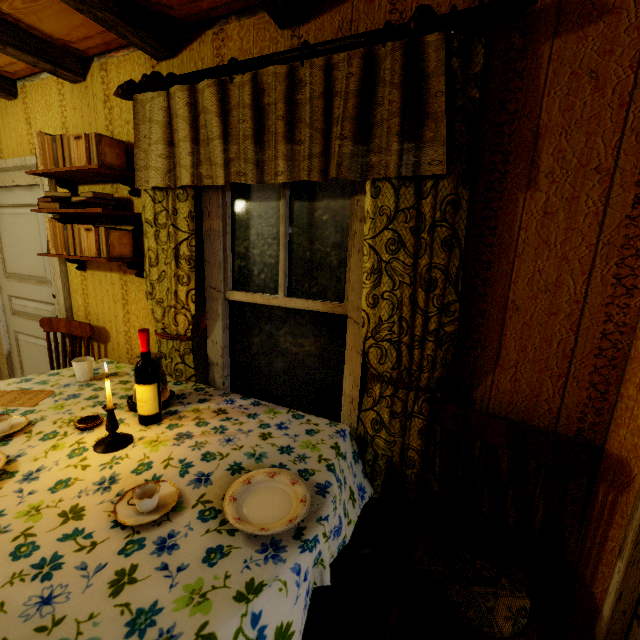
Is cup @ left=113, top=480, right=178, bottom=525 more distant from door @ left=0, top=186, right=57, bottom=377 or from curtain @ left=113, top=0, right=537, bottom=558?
door @ left=0, top=186, right=57, bottom=377

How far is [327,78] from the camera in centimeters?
134cm

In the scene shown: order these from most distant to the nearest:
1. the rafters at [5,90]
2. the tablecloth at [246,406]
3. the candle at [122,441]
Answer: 1. the rafters at [5,90]
2. the candle at [122,441]
3. the tablecloth at [246,406]

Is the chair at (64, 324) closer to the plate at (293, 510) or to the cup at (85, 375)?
the cup at (85, 375)

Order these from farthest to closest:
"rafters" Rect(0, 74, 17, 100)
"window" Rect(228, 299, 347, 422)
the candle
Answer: "rafters" Rect(0, 74, 17, 100) → "window" Rect(228, 299, 347, 422) → the candle

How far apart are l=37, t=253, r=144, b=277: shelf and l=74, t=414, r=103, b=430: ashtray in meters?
1.0

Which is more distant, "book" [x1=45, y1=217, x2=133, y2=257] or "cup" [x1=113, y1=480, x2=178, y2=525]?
"book" [x1=45, y1=217, x2=133, y2=257]

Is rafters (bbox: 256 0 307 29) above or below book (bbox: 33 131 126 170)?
above
